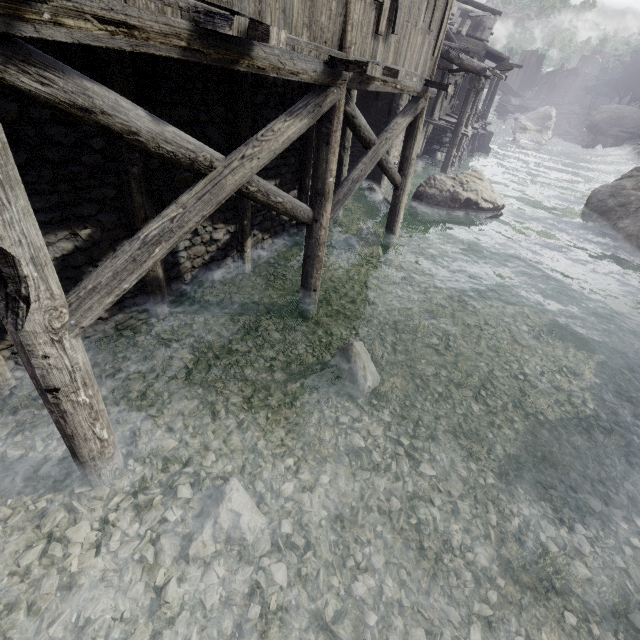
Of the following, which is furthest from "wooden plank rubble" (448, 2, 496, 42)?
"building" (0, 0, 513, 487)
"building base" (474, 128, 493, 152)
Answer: "building base" (474, 128, 493, 152)

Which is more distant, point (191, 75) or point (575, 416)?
point (575, 416)

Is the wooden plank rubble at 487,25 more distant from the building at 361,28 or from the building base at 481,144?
the building base at 481,144

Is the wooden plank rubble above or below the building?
above

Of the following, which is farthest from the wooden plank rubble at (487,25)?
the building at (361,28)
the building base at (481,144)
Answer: the building base at (481,144)

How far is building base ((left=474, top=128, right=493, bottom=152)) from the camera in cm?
2779

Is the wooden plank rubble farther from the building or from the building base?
the building base

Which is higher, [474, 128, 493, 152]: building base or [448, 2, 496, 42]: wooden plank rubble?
[448, 2, 496, 42]: wooden plank rubble
